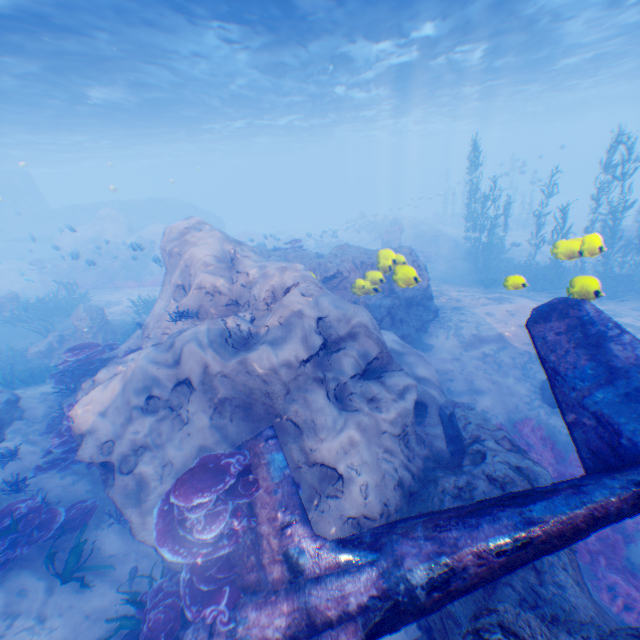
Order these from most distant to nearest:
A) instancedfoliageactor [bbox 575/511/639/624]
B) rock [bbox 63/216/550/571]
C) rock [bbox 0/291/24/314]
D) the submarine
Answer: the submarine < rock [bbox 0/291/24/314] < instancedfoliageactor [bbox 575/511/639/624] < rock [bbox 63/216/550/571]

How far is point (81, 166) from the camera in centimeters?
5506cm

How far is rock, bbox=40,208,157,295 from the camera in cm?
2550

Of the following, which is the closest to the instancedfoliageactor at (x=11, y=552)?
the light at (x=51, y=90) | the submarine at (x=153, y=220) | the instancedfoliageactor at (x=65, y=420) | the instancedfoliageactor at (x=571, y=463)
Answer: the instancedfoliageactor at (x=65, y=420)

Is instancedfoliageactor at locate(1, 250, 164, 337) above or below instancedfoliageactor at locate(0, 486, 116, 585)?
above

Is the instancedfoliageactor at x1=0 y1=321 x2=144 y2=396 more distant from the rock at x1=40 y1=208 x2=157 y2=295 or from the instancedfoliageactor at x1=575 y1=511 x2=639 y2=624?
the instancedfoliageactor at x1=575 y1=511 x2=639 y2=624

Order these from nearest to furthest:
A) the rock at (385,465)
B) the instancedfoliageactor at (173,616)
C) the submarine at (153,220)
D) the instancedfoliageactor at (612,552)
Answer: the instancedfoliageactor at (173,616) < the rock at (385,465) < the instancedfoliageactor at (612,552) < the submarine at (153,220)

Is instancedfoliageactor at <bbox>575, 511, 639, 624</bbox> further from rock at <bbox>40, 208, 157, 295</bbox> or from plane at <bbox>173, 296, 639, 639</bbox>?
plane at <bbox>173, 296, 639, 639</bbox>
